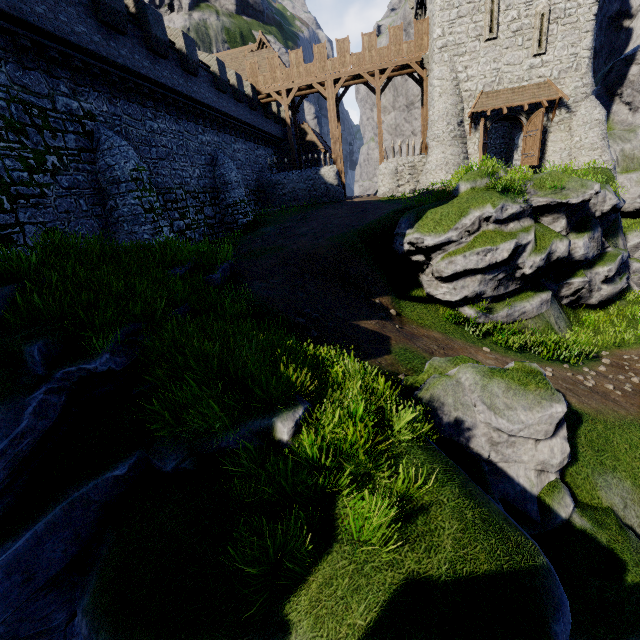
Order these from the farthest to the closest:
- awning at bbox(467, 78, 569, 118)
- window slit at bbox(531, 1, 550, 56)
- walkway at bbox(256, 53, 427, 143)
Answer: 1. walkway at bbox(256, 53, 427, 143)
2. awning at bbox(467, 78, 569, 118)
3. window slit at bbox(531, 1, 550, 56)

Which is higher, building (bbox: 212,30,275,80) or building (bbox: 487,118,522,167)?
building (bbox: 212,30,275,80)

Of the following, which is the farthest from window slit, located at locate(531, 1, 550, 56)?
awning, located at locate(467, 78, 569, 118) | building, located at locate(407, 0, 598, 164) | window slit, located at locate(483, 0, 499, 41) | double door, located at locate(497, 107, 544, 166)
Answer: double door, located at locate(497, 107, 544, 166)

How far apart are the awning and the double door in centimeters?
26cm

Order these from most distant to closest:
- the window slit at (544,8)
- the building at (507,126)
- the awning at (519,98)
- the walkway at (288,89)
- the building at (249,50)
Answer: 1. the building at (249,50)
2. the walkway at (288,89)
3. the building at (507,126)
4. the awning at (519,98)
5. the window slit at (544,8)

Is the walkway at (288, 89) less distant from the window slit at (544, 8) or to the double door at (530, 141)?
the double door at (530, 141)

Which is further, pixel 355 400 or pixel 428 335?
pixel 428 335

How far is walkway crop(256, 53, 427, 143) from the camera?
25.9 meters
